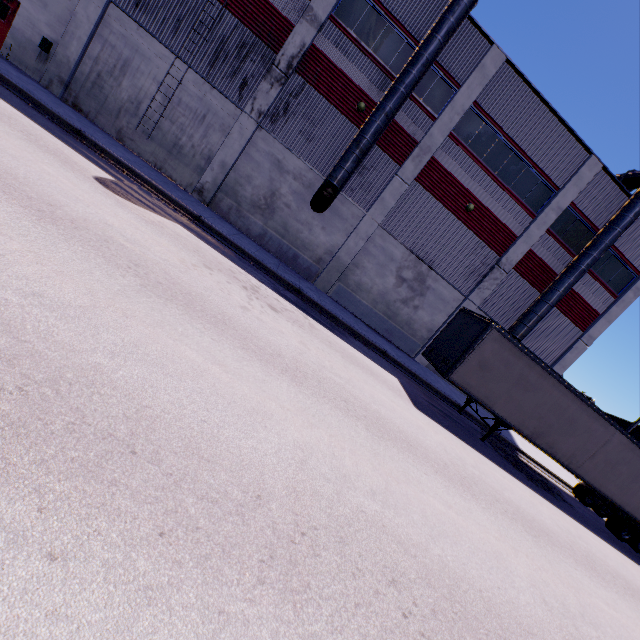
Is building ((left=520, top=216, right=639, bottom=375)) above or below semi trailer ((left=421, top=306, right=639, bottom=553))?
above

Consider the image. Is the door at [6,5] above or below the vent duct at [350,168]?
below

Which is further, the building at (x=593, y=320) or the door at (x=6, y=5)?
the building at (x=593, y=320)

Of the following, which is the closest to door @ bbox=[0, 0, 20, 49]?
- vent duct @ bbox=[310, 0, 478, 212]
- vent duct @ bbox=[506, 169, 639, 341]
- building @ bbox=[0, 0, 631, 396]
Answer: building @ bbox=[0, 0, 631, 396]

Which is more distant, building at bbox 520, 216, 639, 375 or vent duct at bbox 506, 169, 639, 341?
building at bbox 520, 216, 639, 375

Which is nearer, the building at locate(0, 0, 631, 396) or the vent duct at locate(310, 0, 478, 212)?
the vent duct at locate(310, 0, 478, 212)

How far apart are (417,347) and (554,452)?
8.61m

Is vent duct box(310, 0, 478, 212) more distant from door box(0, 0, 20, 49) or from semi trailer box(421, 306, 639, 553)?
door box(0, 0, 20, 49)
